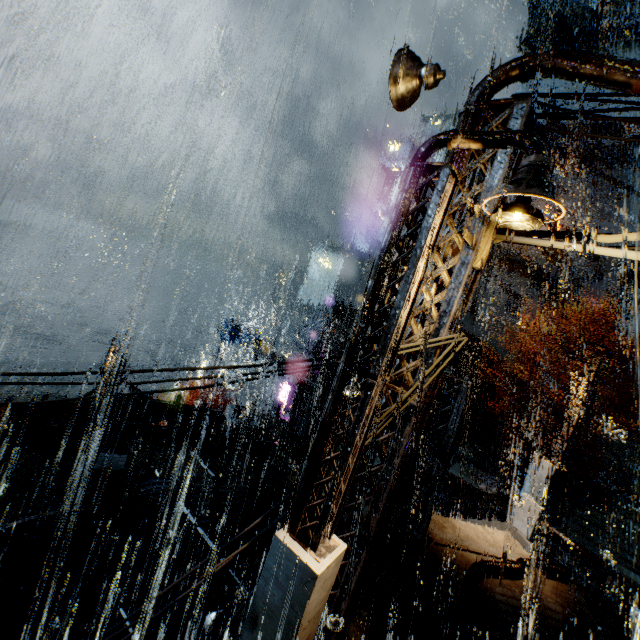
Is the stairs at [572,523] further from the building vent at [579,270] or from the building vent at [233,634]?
the building vent at [233,634]

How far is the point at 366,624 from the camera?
6.21m

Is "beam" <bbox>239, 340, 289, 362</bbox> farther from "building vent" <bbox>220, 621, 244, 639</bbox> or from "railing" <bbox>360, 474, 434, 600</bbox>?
"railing" <bbox>360, 474, 434, 600</bbox>

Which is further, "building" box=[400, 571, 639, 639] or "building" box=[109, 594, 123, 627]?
"building" box=[109, 594, 123, 627]

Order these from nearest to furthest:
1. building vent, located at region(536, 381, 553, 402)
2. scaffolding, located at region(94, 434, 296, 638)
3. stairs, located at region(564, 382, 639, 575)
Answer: scaffolding, located at region(94, 434, 296, 638), stairs, located at region(564, 382, 639, 575), building vent, located at region(536, 381, 553, 402)

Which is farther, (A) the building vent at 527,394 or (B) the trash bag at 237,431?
(A) the building vent at 527,394

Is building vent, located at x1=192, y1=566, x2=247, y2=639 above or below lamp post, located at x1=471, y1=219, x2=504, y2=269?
below

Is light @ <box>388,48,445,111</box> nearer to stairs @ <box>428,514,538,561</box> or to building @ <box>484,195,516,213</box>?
building @ <box>484,195,516,213</box>
